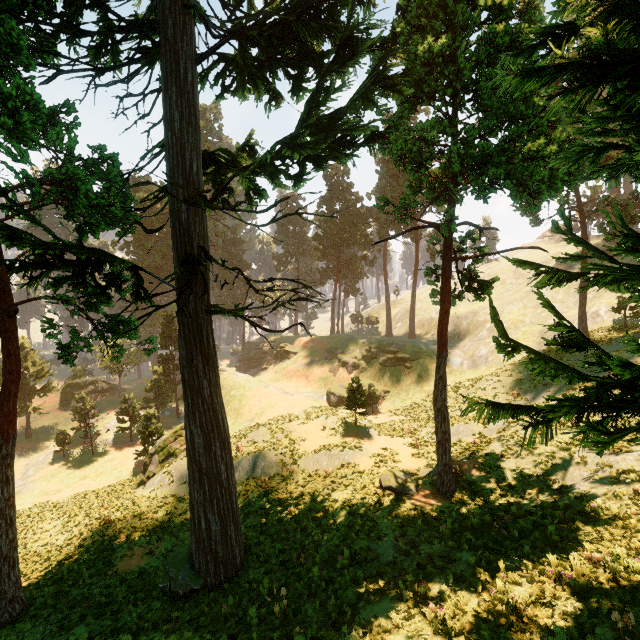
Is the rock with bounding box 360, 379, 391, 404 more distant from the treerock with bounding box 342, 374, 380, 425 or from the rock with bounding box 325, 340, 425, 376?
the treerock with bounding box 342, 374, 380, 425

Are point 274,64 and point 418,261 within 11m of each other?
no

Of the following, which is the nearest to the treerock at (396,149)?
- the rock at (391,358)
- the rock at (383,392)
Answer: the rock at (391,358)

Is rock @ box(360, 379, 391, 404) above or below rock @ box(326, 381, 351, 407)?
above

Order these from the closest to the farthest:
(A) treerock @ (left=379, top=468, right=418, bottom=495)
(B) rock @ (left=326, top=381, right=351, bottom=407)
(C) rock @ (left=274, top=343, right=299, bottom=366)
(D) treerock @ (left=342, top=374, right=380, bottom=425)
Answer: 1. (A) treerock @ (left=379, top=468, right=418, bottom=495)
2. (D) treerock @ (left=342, top=374, right=380, bottom=425)
3. (B) rock @ (left=326, top=381, right=351, bottom=407)
4. (C) rock @ (left=274, top=343, right=299, bottom=366)

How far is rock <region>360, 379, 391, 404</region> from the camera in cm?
4047

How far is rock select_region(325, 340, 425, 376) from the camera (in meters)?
41.97

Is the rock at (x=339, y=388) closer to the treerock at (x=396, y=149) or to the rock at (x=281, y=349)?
the rock at (x=281, y=349)
